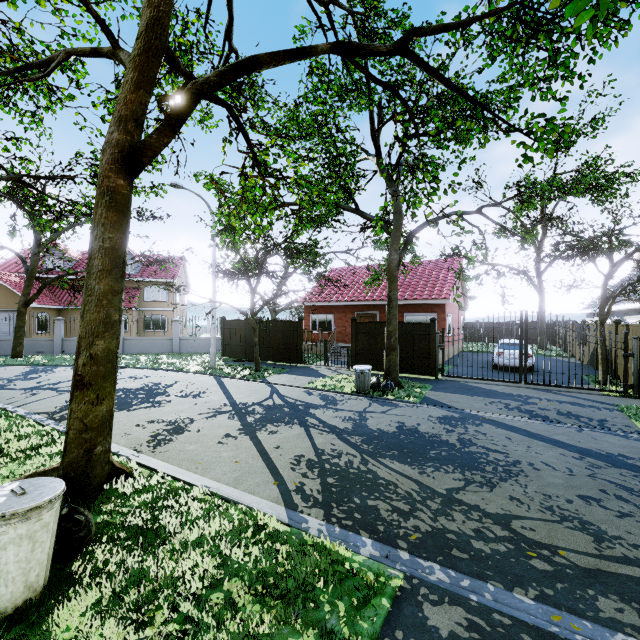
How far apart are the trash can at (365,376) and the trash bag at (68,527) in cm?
865

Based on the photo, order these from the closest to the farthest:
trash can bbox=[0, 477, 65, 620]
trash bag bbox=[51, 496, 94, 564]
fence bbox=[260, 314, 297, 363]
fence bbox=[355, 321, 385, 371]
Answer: trash can bbox=[0, 477, 65, 620], trash bag bbox=[51, 496, 94, 564], fence bbox=[355, 321, 385, 371], fence bbox=[260, 314, 297, 363]

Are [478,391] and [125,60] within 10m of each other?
no

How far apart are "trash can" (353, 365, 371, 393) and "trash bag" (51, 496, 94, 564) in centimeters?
865cm

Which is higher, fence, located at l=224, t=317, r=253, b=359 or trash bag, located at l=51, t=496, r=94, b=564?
fence, located at l=224, t=317, r=253, b=359

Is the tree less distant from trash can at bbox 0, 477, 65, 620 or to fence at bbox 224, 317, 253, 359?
fence at bbox 224, 317, 253, 359

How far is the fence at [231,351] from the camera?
19.4 meters

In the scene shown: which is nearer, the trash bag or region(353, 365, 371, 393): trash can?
the trash bag
